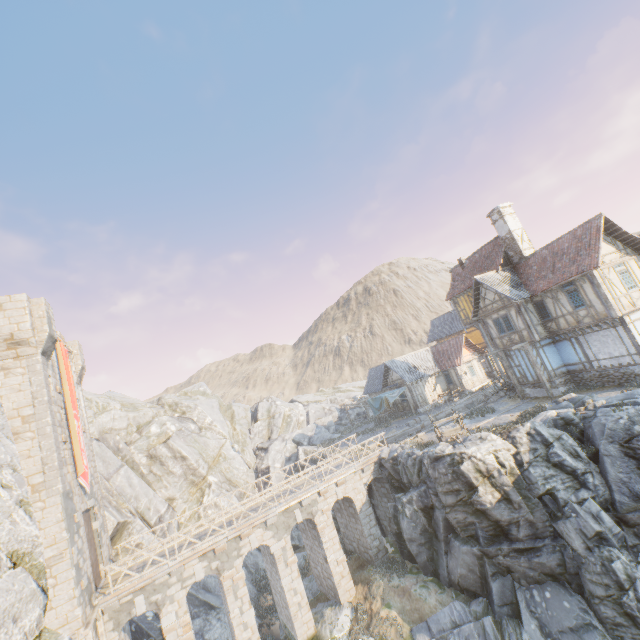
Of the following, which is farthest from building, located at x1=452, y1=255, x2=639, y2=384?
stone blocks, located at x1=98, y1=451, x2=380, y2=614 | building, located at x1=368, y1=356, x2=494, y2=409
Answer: stone blocks, located at x1=98, y1=451, x2=380, y2=614

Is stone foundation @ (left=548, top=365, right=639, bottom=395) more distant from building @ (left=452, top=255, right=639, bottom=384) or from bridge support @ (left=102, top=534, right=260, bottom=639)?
bridge support @ (left=102, top=534, right=260, bottom=639)

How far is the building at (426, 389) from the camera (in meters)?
35.62

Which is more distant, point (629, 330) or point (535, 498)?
point (629, 330)

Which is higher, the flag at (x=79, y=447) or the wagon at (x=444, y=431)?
the flag at (x=79, y=447)

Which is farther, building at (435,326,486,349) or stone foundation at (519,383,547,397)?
building at (435,326,486,349)

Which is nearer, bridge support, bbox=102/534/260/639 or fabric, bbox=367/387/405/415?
bridge support, bbox=102/534/260/639

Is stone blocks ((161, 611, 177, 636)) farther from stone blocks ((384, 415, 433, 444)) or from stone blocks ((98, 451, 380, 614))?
stone blocks ((384, 415, 433, 444))
